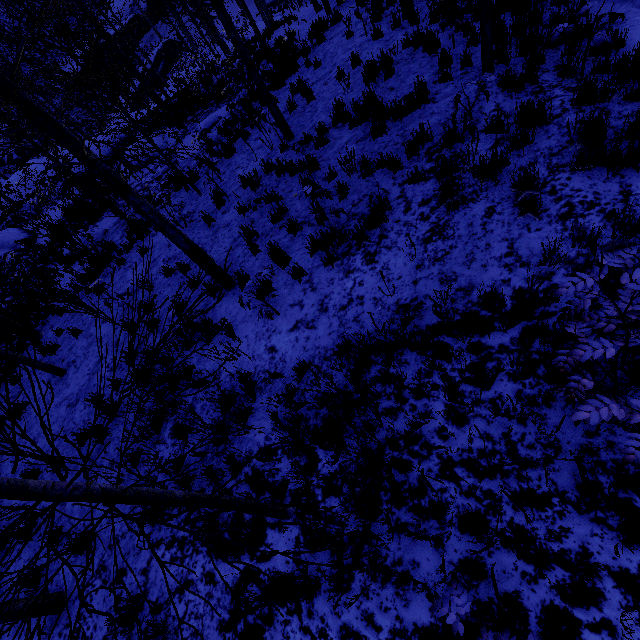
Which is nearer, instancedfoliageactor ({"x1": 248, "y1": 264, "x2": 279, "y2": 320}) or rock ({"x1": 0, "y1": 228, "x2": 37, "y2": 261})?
instancedfoliageactor ({"x1": 248, "y1": 264, "x2": 279, "y2": 320})

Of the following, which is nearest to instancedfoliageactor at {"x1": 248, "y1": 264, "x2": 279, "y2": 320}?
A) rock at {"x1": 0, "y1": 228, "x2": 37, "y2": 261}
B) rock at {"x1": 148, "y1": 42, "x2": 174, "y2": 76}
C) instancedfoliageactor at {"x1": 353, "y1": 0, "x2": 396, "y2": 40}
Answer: instancedfoliageactor at {"x1": 353, "y1": 0, "x2": 396, "y2": 40}

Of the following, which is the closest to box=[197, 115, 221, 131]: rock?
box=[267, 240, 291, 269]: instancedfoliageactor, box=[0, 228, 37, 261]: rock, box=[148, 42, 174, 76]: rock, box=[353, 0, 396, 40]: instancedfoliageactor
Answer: box=[353, 0, 396, 40]: instancedfoliageactor

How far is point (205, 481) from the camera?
4.6 meters

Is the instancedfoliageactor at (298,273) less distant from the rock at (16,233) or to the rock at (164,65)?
the rock at (16,233)

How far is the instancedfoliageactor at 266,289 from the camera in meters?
5.0 m

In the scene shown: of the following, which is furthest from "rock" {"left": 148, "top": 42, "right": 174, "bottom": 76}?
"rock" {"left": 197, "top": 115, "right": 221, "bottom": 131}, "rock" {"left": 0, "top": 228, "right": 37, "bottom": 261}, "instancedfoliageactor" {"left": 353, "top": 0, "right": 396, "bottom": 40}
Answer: "instancedfoliageactor" {"left": 353, "top": 0, "right": 396, "bottom": 40}

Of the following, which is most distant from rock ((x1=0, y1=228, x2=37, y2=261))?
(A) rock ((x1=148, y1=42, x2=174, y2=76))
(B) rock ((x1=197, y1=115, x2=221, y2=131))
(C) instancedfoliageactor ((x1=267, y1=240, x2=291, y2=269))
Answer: (A) rock ((x1=148, y1=42, x2=174, y2=76))
